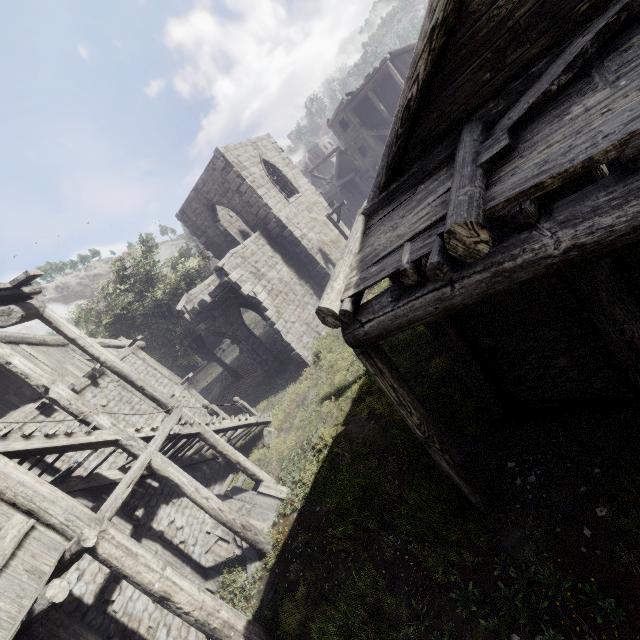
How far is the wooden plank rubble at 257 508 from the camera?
10.2m

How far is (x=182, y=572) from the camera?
8.9m

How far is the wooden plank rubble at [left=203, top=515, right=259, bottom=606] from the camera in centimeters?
877cm

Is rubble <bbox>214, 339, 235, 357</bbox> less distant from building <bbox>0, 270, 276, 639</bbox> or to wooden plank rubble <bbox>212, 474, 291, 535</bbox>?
building <bbox>0, 270, 276, 639</bbox>

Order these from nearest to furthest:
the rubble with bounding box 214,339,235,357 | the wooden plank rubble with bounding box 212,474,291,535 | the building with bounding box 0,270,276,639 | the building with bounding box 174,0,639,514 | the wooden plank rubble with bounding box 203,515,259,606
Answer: the building with bounding box 174,0,639,514 → the building with bounding box 0,270,276,639 → the wooden plank rubble with bounding box 203,515,259,606 → the wooden plank rubble with bounding box 212,474,291,535 → the rubble with bounding box 214,339,235,357

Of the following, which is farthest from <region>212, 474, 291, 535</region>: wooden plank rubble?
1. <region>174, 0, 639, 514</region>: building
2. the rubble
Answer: the rubble

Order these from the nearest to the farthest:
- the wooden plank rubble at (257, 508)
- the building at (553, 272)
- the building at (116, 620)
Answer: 1. the building at (553, 272)
2. the building at (116, 620)
3. the wooden plank rubble at (257, 508)
